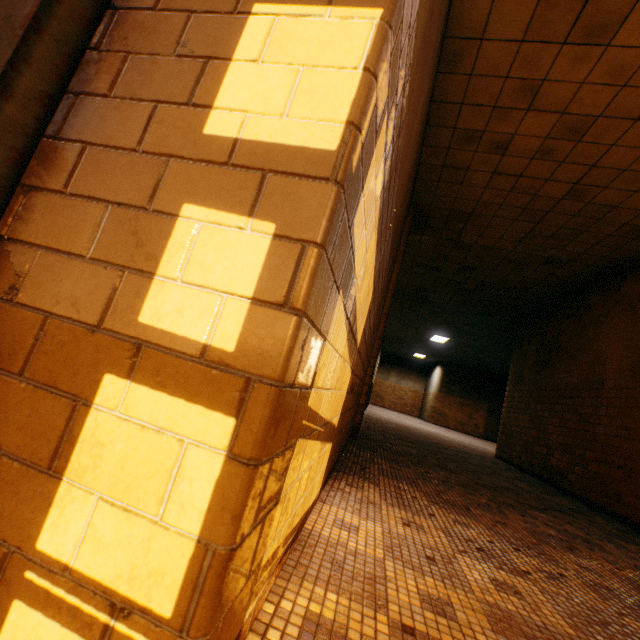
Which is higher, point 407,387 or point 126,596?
point 407,387
